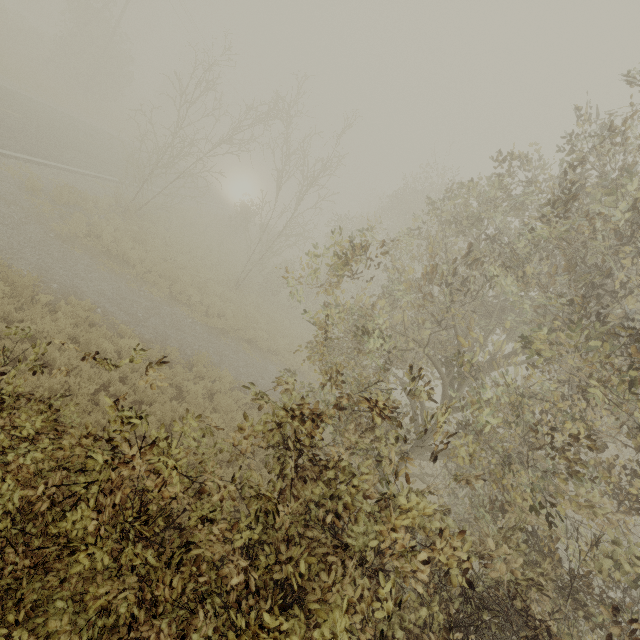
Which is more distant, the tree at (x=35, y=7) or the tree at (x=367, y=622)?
the tree at (x=35, y=7)

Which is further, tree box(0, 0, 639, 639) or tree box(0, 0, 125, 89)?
tree box(0, 0, 125, 89)

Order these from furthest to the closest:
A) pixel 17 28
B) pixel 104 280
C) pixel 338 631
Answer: pixel 17 28 → pixel 104 280 → pixel 338 631
